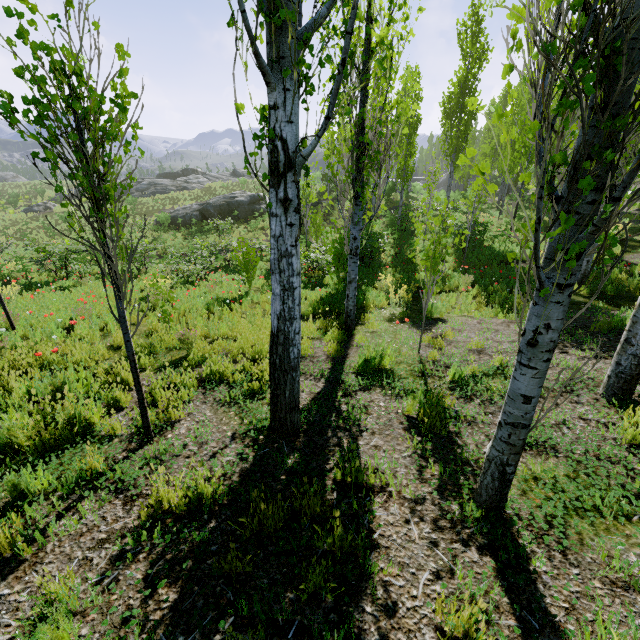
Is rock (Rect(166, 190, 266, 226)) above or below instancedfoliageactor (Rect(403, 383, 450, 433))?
above

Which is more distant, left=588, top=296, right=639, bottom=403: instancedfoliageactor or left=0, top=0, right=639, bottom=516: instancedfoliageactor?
left=588, top=296, right=639, bottom=403: instancedfoliageactor

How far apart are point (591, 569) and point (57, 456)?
4.8m

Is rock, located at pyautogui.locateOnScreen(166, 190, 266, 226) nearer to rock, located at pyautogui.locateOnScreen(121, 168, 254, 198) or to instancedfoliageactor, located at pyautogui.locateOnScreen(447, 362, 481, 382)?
instancedfoliageactor, located at pyautogui.locateOnScreen(447, 362, 481, 382)

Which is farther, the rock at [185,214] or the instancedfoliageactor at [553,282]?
the rock at [185,214]

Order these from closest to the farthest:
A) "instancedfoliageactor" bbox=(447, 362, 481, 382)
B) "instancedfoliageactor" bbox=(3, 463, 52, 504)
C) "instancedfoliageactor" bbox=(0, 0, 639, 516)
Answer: "instancedfoliageactor" bbox=(0, 0, 639, 516)
"instancedfoliageactor" bbox=(3, 463, 52, 504)
"instancedfoliageactor" bbox=(447, 362, 481, 382)

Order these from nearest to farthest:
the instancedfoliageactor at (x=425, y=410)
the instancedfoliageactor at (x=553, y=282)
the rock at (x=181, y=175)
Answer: the instancedfoliageactor at (x=553, y=282) → the instancedfoliageactor at (x=425, y=410) → the rock at (x=181, y=175)
